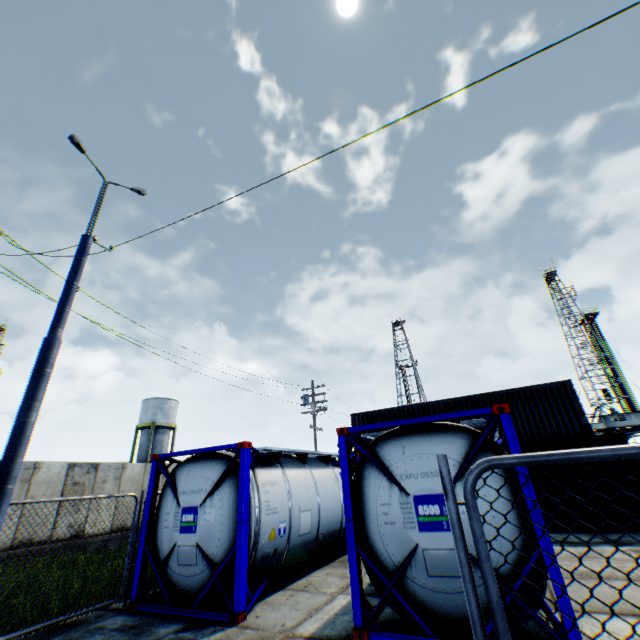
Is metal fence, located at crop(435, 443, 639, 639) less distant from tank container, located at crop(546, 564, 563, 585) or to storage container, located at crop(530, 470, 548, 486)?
tank container, located at crop(546, 564, 563, 585)

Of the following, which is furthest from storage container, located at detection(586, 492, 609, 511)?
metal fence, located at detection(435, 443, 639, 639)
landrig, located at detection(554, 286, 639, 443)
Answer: landrig, located at detection(554, 286, 639, 443)

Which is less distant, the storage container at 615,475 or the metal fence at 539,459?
the metal fence at 539,459

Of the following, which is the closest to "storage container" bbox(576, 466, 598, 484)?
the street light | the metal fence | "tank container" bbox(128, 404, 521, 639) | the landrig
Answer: "tank container" bbox(128, 404, 521, 639)

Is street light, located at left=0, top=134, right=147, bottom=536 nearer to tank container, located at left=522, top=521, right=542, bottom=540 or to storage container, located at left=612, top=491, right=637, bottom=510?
tank container, located at left=522, top=521, right=542, bottom=540

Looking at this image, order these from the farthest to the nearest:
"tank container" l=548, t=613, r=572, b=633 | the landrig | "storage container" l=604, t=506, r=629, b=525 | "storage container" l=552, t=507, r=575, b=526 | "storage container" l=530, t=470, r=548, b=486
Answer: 1. the landrig
2. "storage container" l=530, t=470, r=548, b=486
3. "storage container" l=552, t=507, r=575, b=526
4. "storage container" l=604, t=506, r=629, b=525
5. "tank container" l=548, t=613, r=572, b=633

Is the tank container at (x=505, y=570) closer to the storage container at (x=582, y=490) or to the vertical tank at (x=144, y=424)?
the storage container at (x=582, y=490)

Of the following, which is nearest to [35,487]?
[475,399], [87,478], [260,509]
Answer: [87,478]
